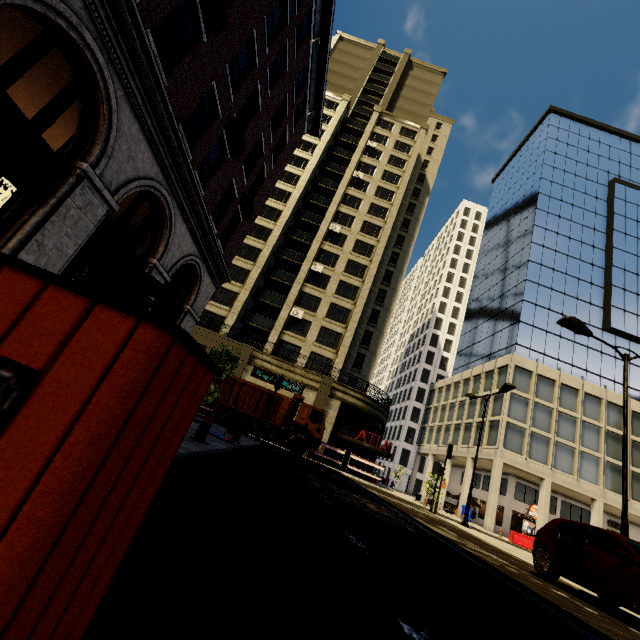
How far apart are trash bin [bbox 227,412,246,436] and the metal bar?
3.77m

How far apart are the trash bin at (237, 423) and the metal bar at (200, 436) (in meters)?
3.77

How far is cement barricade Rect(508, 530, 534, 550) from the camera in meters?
23.3 m

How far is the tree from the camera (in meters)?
Answer: 12.47

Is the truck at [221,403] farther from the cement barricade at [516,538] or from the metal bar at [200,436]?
the cement barricade at [516,538]

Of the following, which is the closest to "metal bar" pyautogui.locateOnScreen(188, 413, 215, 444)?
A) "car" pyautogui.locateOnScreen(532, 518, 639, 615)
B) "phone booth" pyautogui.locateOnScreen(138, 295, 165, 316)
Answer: "phone booth" pyautogui.locateOnScreen(138, 295, 165, 316)

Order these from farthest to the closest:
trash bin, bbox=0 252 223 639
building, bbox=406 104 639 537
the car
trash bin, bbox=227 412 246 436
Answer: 1. building, bbox=406 104 639 537
2. trash bin, bbox=227 412 246 436
3. the car
4. trash bin, bbox=0 252 223 639

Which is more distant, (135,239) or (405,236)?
(405,236)
